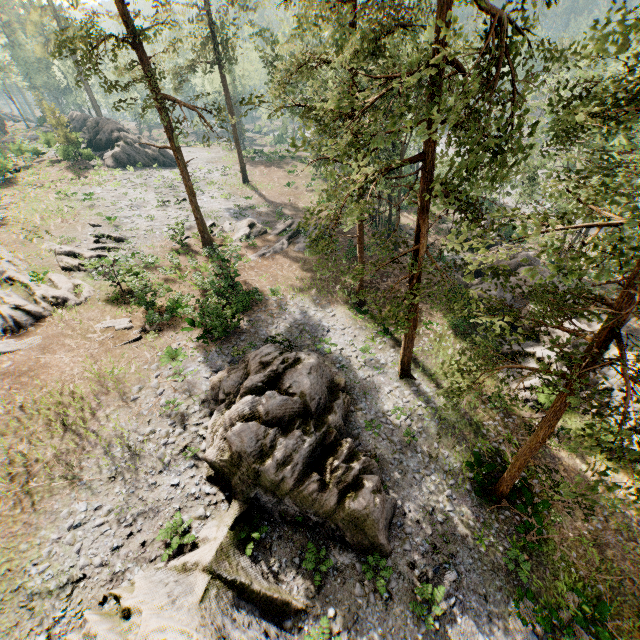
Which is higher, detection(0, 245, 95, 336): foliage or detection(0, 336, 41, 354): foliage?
detection(0, 336, 41, 354): foliage

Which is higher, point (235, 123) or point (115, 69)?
point (115, 69)

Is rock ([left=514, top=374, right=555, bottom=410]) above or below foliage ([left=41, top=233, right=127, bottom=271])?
below

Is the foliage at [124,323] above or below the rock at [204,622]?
above

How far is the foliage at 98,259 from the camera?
22.9m

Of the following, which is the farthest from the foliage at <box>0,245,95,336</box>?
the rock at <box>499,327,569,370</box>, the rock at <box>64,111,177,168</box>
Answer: the rock at <box>499,327,569,370</box>

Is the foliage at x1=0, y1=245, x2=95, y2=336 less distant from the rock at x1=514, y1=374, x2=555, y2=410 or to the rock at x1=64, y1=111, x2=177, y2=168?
the rock at x1=64, y1=111, x2=177, y2=168
